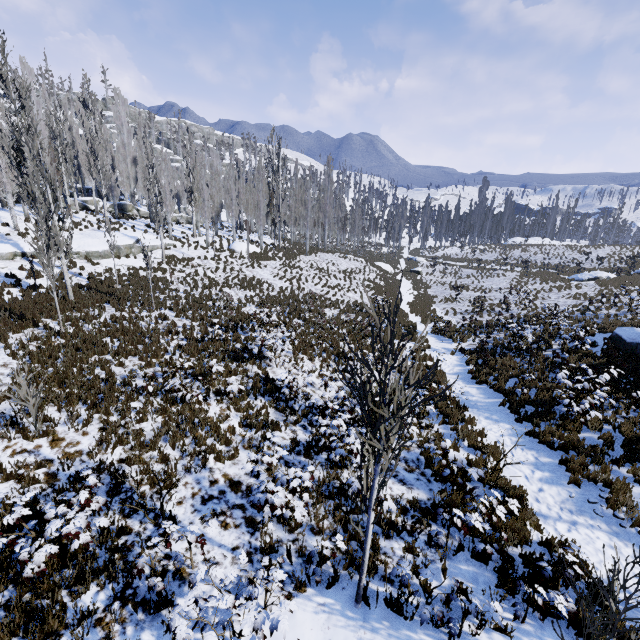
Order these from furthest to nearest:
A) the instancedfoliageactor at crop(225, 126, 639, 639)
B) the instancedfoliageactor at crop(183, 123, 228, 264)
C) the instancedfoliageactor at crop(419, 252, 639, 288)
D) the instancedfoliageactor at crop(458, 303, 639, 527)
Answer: the instancedfoliageactor at crop(183, 123, 228, 264) → the instancedfoliageactor at crop(419, 252, 639, 288) → the instancedfoliageactor at crop(458, 303, 639, 527) → the instancedfoliageactor at crop(225, 126, 639, 639)

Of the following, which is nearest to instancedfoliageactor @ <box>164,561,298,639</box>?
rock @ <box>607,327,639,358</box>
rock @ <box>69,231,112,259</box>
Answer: rock @ <box>69,231,112,259</box>

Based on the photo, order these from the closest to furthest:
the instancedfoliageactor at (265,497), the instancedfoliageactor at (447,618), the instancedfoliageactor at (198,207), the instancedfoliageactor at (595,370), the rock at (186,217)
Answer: the instancedfoliageactor at (447,618) → the instancedfoliageactor at (265,497) → the instancedfoliageactor at (595,370) → the instancedfoliageactor at (198,207) → the rock at (186,217)

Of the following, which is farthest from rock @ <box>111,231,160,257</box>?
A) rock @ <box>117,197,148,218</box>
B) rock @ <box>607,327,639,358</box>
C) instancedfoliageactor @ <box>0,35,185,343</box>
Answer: rock @ <box>607,327,639,358</box>

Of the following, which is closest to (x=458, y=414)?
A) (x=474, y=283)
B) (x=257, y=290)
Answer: (x=257, y=290)

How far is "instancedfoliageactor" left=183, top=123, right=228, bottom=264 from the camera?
28.8 meters

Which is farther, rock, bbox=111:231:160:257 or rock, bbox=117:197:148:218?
rock, bbox=117:197:148:218

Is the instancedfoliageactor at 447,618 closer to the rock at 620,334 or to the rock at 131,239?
the rock at 131,239
